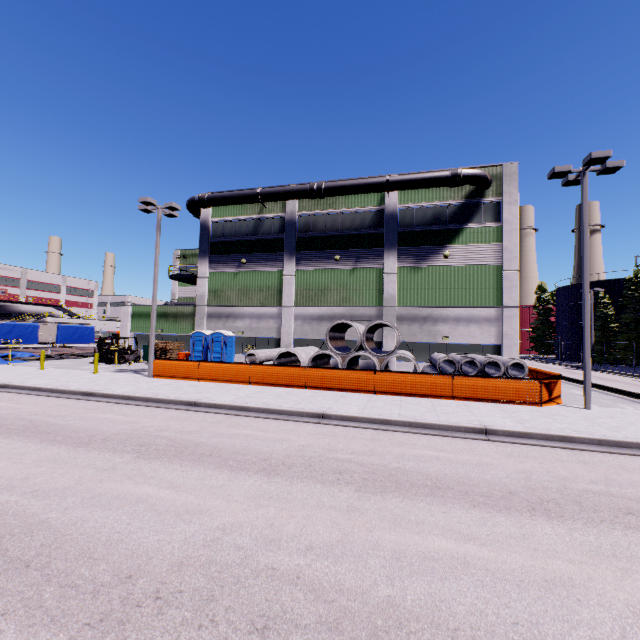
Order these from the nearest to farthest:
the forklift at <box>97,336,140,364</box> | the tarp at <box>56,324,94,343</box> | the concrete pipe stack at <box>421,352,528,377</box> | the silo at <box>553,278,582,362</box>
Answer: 1. the concrete pipe stack at <box>421,352,528,377</box>
2. the forklift at <box>97,336,140,364</box>
3. the tarp at <box>56,324,94,343</box>
4. the silo at <box>553,278,582,362</box>

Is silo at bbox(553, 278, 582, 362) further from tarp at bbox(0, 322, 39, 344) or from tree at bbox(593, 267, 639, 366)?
tarp at bbox(0, 322, 39, 344)

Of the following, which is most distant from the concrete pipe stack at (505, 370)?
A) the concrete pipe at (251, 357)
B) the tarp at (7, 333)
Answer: the tarp at (7, 333)

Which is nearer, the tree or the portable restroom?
the portable restroom

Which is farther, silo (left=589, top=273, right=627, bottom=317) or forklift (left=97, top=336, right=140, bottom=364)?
silo (left=589, top=273, right=627, bottom=317)

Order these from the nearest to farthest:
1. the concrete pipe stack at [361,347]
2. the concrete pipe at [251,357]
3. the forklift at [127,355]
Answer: the concrete pipe stack at [361,347]
the concrete pipe at [251,357]
the forklift at [127,355]

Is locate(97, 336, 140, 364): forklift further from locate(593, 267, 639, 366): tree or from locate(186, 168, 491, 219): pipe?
locate(593, 267, 639, 366): tree

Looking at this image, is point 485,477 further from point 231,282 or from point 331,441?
point 231,282
